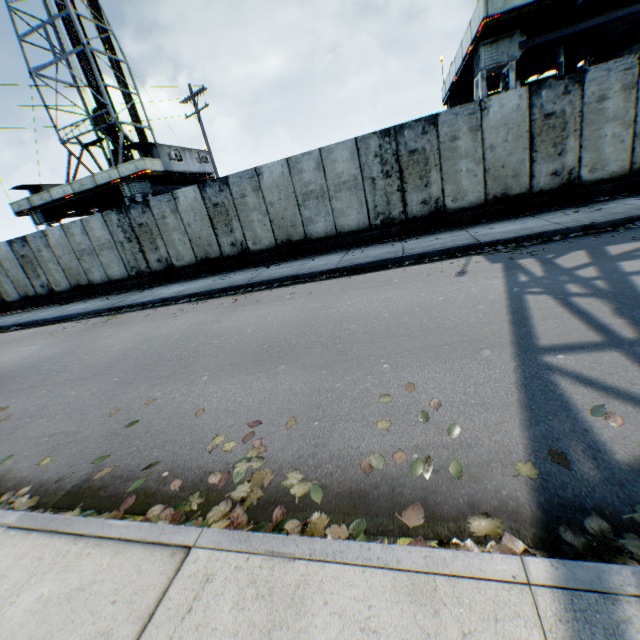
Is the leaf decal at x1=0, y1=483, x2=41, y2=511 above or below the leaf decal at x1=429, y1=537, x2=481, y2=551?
above

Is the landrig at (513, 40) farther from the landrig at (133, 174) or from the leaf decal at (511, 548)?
the landrig at (133, 174)

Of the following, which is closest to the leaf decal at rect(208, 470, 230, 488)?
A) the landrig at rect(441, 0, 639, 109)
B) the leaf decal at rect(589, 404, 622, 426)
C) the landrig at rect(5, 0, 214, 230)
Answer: the leaf decal at rect(589, 404, 622, 426)

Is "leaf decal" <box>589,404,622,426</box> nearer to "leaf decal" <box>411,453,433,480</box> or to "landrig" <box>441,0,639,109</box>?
"leaf decal" <box>411,453,433,480</box>

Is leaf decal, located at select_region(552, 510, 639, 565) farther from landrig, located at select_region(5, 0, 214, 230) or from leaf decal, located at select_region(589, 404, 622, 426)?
landrig, located at select_region(5, 0, 214, 230)

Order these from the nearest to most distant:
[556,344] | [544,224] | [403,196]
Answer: [556,344], [544,224], [403,196]

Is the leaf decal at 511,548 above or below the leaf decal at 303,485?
below

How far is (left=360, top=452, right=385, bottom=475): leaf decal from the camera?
2.51m
